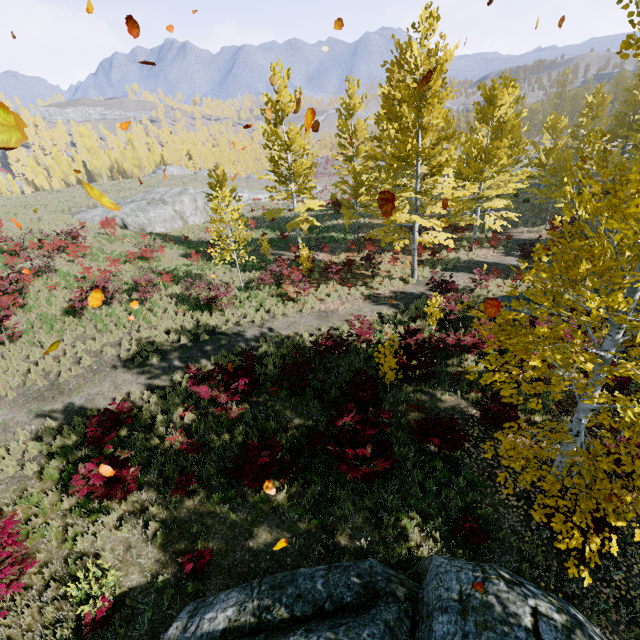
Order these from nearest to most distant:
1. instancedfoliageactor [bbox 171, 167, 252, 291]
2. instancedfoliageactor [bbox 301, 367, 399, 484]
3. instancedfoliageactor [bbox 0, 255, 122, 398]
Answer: instancedfoliageactor [bbox 301, 367, 399, 484]
instancedfoliageactor [bbox 0, 255, 122, 398]
instancedfoliageactor [bbox 171, 167, 252, 291]

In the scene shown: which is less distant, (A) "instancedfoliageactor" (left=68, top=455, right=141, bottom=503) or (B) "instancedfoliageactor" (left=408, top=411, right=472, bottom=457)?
(A) "instancedfoliageactor" (left=68, top=455, right=141, bottom=503)

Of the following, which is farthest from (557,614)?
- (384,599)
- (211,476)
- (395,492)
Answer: (211,476)

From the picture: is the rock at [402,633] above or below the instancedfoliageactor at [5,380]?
above

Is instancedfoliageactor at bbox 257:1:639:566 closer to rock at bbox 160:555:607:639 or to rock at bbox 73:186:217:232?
rock at bbox 160:555:607:639

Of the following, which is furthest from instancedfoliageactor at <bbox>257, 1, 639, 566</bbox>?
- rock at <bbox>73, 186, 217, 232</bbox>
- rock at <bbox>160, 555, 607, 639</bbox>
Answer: rock at <bbox>73, 186, 217, 232</bbox>

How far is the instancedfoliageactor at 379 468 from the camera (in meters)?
6.60
